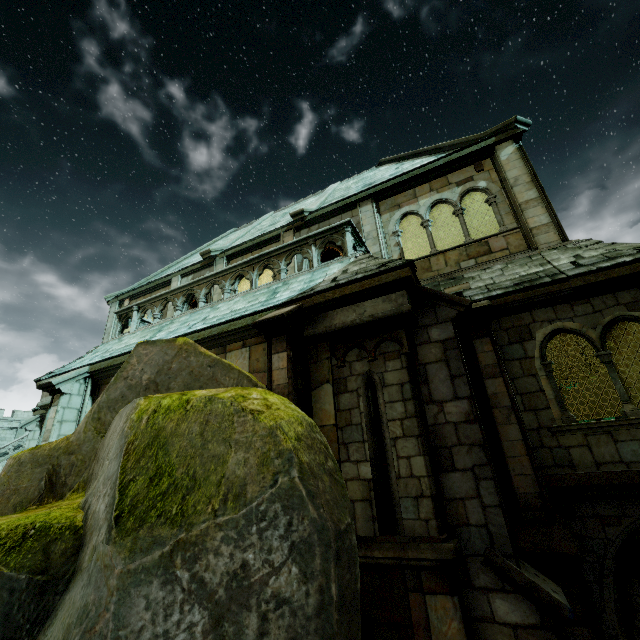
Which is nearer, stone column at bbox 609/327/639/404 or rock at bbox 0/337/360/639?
rock at bbox 0/337/360/639

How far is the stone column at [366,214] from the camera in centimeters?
1019cm

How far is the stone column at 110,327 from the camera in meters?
15.5

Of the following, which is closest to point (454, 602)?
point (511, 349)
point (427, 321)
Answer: point (427, 321)

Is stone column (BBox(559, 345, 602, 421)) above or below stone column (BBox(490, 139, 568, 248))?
below

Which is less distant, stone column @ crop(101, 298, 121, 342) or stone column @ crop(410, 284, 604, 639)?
stone column @ crop(410, 284, 604, 639)

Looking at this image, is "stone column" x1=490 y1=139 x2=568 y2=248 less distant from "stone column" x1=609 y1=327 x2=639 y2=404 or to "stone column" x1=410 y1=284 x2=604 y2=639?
"stone column" x1=609 y1=327 x2=639 y2=404

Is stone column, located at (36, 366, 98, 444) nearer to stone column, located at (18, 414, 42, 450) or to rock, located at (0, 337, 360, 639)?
rock, located at (0, 337, 360, 639)
